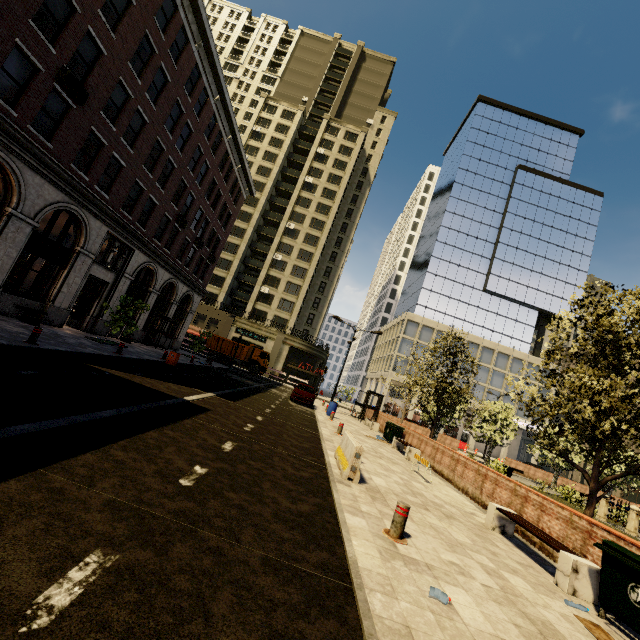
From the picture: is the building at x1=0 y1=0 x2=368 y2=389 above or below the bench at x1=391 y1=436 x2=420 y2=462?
above

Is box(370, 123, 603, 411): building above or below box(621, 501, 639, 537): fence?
above

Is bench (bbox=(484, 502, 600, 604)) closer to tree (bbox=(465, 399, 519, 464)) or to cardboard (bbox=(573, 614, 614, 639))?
cardboard (bbox=(573, 614, 614, 639))

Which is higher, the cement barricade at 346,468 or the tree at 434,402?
the tree at 434,402

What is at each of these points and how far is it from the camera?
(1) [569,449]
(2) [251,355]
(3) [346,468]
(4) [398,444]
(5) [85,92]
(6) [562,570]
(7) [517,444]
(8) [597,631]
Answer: (1) tree, 27.4m
(2) truck, 40.0m
(3) cement barricade, 7.9m
(4) bench, 17.4m
(5) building, 13.9m
(6) bench, 5.9m
(7) building, 52.8m
(8) cardboard, 4.7m

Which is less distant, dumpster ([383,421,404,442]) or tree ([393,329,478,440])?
dumpster ([383,421,404,442])

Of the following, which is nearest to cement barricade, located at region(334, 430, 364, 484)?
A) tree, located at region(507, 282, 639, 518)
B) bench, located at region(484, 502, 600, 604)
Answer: bench, located at region(484, 502, 600, 604)

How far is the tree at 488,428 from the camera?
27.4m
